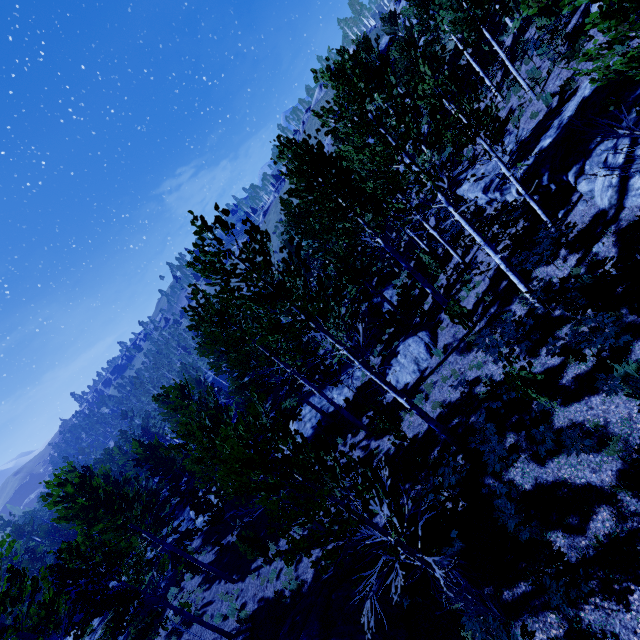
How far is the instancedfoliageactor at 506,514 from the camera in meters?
6.5 m

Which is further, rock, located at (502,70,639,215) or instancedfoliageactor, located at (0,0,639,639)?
rock, located at (502,70,639,215)

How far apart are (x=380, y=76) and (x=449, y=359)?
10.0 meters

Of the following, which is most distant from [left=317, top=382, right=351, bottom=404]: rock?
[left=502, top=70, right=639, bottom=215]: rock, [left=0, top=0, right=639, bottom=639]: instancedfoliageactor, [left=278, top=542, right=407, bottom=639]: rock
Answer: [left=502, top=70, right=639, bottom=215]: rock

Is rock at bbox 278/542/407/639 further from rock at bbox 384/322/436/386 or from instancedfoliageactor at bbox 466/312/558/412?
rock at bbox 384/322/436/386

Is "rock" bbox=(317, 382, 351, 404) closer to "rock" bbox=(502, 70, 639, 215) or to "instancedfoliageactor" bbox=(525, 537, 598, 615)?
"instancedfoliageactor" bbox=(525, 537, 598, 615)

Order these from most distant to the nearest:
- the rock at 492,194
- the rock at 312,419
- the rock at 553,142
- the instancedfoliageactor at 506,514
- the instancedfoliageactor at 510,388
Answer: the rock at 312,419
the rock at 492,194
the rock at 553,142
the instancedfoliageactor at 510,388
the instancedfoliageactor at 506,514

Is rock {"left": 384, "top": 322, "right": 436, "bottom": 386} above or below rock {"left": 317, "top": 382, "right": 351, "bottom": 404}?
above
